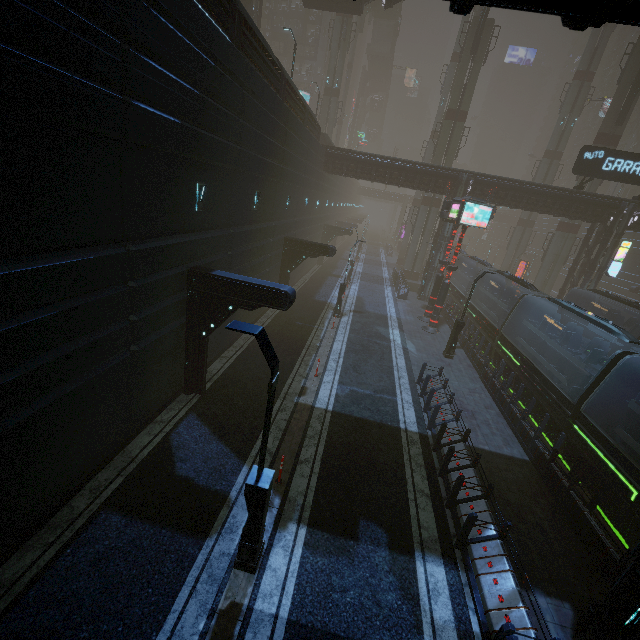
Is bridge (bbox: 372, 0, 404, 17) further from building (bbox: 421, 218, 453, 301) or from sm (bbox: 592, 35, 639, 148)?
building (bbox: 421, 218, 453, 301)

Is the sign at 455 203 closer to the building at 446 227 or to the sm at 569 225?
the building at 446 227

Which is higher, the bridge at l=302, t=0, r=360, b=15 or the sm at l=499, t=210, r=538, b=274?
the bridge at l=302, t=0, r=360, b=15

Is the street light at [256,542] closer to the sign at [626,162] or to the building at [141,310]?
the building at [141,310]

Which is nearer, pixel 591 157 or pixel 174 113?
pixel 174 113

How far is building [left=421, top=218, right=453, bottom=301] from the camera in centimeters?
2997cm

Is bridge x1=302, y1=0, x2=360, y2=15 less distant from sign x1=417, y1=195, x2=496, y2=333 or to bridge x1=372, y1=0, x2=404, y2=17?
bridge x1=372, y1=0, x2=404, y2=17

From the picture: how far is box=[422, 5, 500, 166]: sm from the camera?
32.62m
